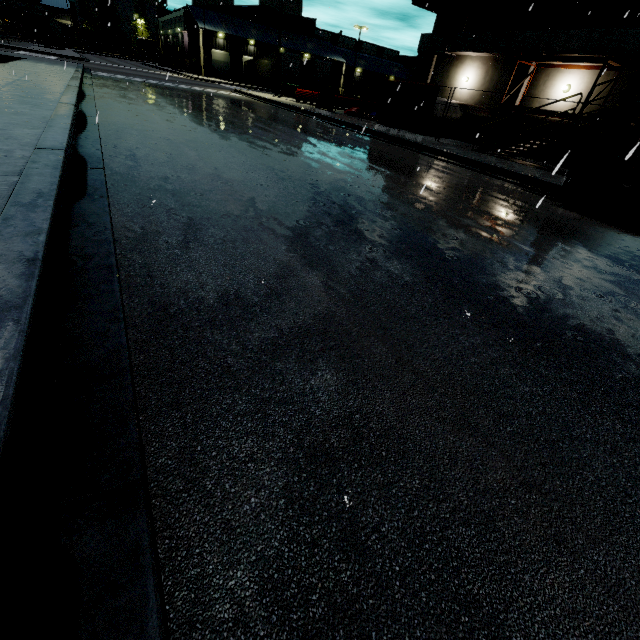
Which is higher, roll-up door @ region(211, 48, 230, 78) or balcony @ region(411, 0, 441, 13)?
balcony @ region(411, 0, 441, 13)

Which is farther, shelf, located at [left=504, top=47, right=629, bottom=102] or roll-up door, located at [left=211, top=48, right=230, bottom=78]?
roll-up door, located at [left=211, top=48, right=230, bottom=78]

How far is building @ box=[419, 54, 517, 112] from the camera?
20.27m

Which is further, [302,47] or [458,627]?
[302,47]

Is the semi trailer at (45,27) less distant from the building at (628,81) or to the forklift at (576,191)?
the building at (628,81)

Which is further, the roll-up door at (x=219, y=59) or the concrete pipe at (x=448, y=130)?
the roll-up door at (x=219, y=59)

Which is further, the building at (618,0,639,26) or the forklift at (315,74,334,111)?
the forklift at (315,74,334,111)

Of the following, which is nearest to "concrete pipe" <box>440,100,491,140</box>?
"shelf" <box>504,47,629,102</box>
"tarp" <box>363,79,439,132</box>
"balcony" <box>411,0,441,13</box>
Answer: "shelf" <box>504,47,629,102</box>
